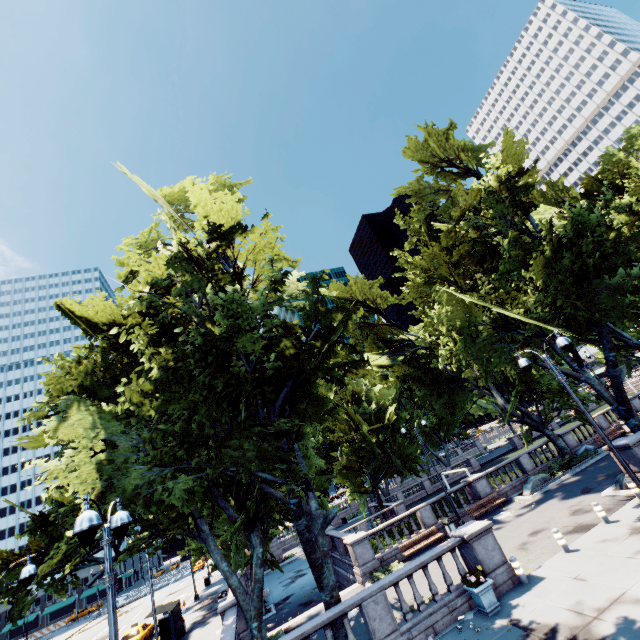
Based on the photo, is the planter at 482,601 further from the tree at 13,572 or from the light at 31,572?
the light at 31,572

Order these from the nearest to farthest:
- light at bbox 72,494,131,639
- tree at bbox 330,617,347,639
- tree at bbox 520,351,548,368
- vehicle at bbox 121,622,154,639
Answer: light at bbox 72,494,131,639, tree at bbox 330,617,347,639, tree at bbox 520,351,548,368, vehicle at bbox 121,622,154,639

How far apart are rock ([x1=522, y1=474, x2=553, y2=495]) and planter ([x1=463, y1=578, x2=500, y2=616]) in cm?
1362

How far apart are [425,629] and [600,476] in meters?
16.9

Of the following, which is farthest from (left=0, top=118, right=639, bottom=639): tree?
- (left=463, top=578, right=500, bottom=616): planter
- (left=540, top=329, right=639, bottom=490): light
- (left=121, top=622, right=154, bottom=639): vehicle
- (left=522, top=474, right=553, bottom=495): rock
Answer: (left=121, top=622, right=154, bottom=639): vehicle

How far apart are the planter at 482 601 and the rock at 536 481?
13.6m

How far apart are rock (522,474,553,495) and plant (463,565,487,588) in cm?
1376

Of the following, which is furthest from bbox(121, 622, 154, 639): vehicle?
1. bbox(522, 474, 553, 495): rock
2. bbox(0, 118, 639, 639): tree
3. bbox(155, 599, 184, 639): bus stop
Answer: bbox(522, 474, 553, 495): rock
